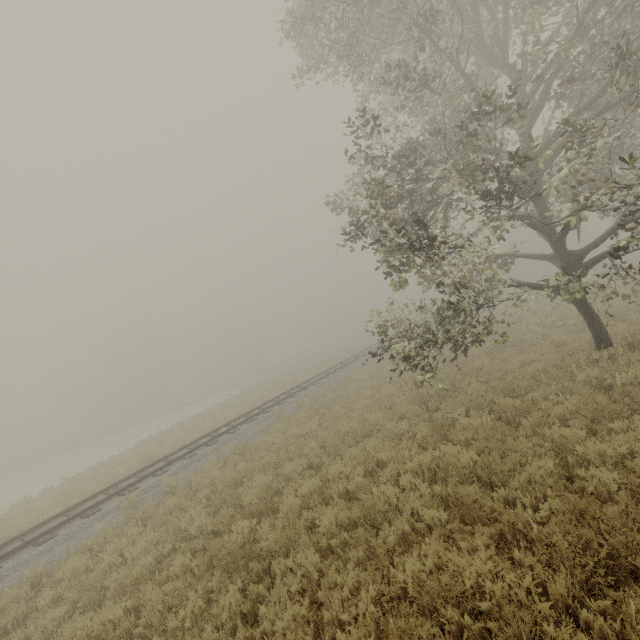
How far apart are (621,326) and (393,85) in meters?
12.4 m
